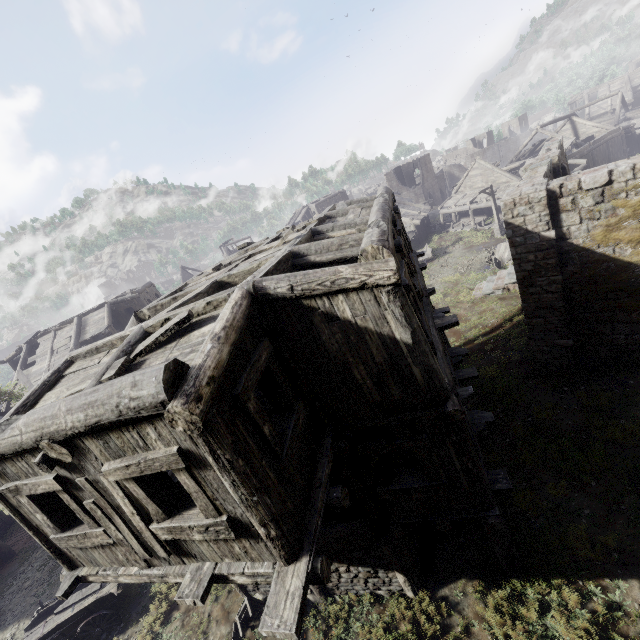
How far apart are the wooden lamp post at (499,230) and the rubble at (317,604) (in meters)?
30.07

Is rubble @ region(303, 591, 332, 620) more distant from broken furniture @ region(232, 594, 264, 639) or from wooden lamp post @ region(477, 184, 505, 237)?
wooden lamp post @ region(477, 184, 505, 237)

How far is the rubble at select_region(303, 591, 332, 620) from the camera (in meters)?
8.16

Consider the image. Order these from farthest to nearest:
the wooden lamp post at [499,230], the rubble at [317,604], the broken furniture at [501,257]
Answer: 1. the wooden lamp post at [499,230]
2. the broken furniture at [501,257]
3. the rubble at [317,604]

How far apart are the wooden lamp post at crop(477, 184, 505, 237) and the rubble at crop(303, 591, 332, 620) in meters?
30.1

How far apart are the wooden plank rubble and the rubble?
9.24m

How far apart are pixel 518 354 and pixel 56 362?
29.6m

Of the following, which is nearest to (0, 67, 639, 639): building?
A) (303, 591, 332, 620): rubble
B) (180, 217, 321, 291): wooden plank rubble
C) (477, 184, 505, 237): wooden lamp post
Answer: (303, 591, 332, 620): rubble
